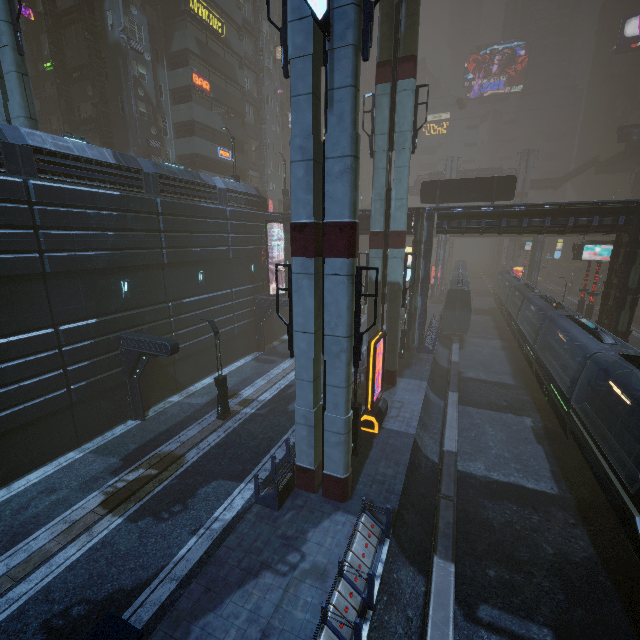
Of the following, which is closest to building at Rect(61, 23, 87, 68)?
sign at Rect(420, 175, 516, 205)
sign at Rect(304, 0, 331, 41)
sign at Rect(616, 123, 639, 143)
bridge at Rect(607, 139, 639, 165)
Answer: sign at Rect(304, 0, 331, 41)

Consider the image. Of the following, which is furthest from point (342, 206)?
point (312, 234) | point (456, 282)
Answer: point (456, 282)

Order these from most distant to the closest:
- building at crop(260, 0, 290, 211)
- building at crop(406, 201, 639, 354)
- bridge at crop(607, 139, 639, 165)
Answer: bridge at crop(607, 139, 639, 165), building at crop(260, 0, 290, 211), building at crop(406, 201, 639, 354)

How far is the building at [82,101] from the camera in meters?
28.2 m

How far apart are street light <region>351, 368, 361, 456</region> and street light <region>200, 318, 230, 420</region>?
6.7 meters

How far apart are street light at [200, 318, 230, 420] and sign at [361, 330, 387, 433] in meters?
7.5 m

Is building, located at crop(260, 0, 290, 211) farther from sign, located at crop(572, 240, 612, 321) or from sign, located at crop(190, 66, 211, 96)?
sign, located at crop(572, 240, 612, 321)
